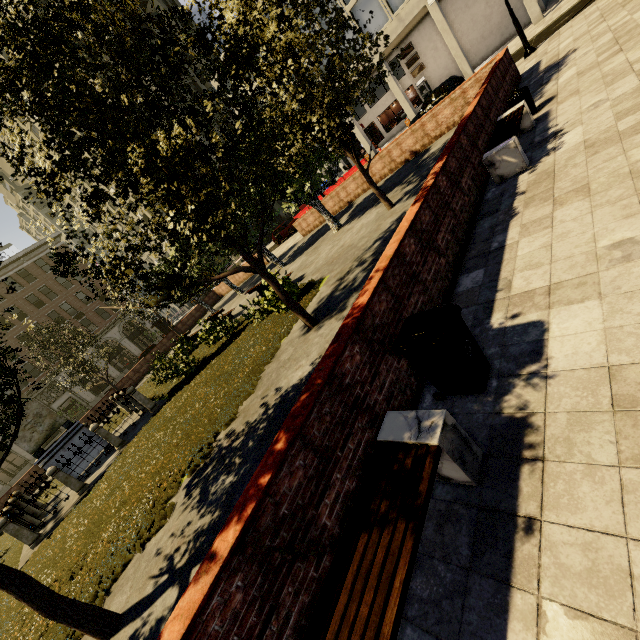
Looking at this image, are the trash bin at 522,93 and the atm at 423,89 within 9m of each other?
no

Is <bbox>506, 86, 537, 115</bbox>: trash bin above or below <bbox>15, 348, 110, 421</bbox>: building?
below

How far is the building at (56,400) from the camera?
38.50m

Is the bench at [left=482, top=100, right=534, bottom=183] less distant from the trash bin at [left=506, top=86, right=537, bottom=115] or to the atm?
the trash bin at [left=506, top=86, right=537, bottom=115]

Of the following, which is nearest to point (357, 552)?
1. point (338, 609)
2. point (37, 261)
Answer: point (338, 609)

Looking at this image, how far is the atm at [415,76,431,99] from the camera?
29.5m

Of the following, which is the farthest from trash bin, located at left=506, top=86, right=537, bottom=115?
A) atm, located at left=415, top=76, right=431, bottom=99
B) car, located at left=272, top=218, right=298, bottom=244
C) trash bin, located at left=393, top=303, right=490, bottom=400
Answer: atm, located at left=415, top=76, right=431, bottom=99

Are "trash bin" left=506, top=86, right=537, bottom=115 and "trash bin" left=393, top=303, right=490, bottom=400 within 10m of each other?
yes
